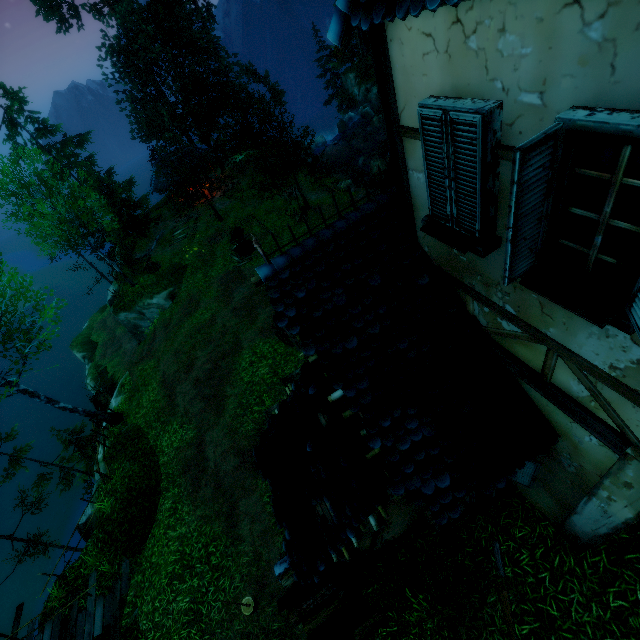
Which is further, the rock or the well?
the rock

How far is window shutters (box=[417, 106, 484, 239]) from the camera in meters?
2.6 m

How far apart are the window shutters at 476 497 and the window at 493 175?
3.1m

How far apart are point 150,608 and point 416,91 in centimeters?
1359cm

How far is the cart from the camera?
20.70m

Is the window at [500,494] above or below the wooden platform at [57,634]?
above

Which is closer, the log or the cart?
the log

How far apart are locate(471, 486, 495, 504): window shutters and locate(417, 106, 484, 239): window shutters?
3.3 meters
